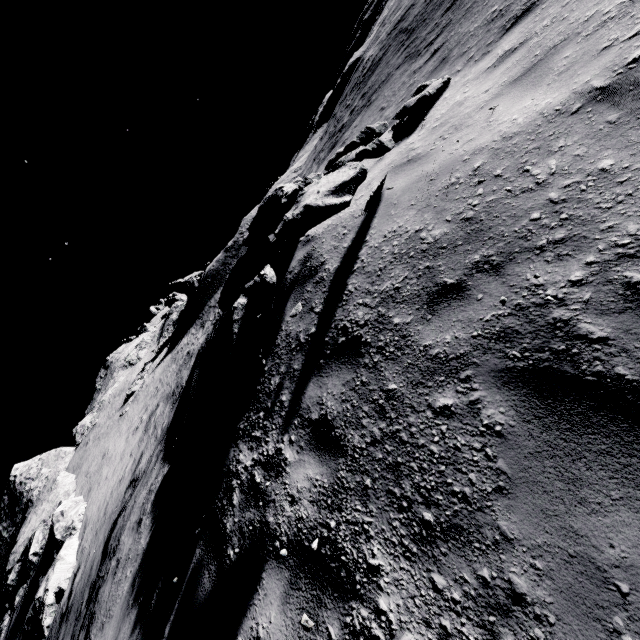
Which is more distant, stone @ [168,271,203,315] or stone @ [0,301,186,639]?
stone @ [168,271,203,315]

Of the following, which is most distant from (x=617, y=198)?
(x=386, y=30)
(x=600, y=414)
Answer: (x=386, y=30)

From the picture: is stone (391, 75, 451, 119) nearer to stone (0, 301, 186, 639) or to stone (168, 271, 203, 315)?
stone (0, 301, 186, 639)

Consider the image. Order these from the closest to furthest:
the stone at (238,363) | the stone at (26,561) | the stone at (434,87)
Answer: the stone at (238,363) < the stone at (434,87) < the stone at (26,561)

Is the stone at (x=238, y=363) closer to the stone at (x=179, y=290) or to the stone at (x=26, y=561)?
the stone at (x=26, y=561)

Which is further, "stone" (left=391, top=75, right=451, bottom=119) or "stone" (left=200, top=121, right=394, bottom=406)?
"stone" (left=391, top=75, right=451, bottom=119)

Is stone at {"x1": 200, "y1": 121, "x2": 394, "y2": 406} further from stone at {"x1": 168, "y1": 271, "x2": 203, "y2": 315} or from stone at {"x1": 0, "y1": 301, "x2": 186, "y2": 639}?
stone at {"x1": 168, "y1": 271, "x2": 203, "y2": 315}

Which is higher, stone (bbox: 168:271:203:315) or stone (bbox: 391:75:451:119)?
stone (bbox: 168:271:203:315)
